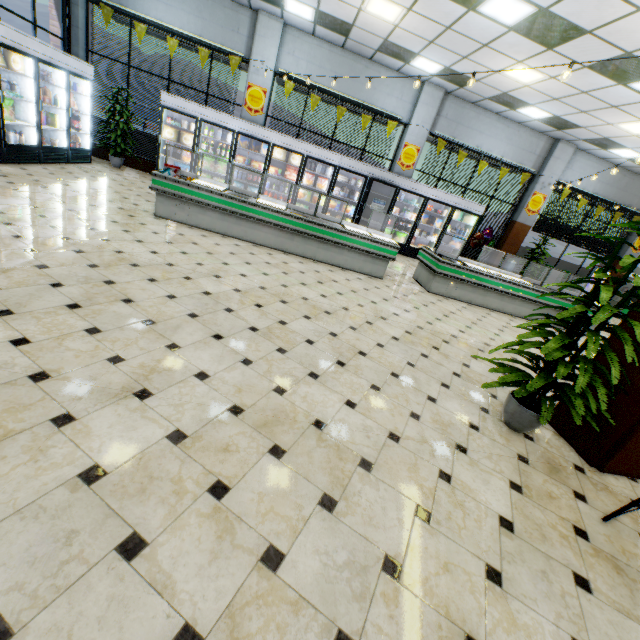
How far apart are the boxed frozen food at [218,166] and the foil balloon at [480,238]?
8.7 meters

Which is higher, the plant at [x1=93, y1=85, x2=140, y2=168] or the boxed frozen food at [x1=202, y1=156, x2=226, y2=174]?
the boxed frozen food at [x1=202, y1=156, x2=226, y2=174]

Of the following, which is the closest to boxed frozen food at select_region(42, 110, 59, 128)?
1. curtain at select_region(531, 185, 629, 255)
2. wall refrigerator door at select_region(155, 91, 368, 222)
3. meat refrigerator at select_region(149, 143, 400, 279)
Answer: wall refrigerator door at select_region(155, 91, 368, 222)

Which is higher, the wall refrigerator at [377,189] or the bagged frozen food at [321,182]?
the wall refrigerator at [377,189]

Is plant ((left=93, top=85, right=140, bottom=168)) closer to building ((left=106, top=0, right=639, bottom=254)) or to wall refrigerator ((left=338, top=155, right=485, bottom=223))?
building ((left=106, top=0, right=639, bottom=254))

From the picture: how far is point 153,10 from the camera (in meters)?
8.67

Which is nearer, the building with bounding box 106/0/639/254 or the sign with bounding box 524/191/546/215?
the building with bounding box 106/0/639/254

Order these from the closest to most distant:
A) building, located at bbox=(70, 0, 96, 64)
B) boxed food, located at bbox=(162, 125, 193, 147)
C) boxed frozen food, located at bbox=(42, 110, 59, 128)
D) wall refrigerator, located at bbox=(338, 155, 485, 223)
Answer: boxed frozen food, located at bbox=(42, 110, 59, 128) → building, located at bbox=(70, 0, 96, 64) → boxed food, located at bbox=(162, 125, 193, 147) → wall refrigerator, located at bbox=(338, 155, 485, 223)
